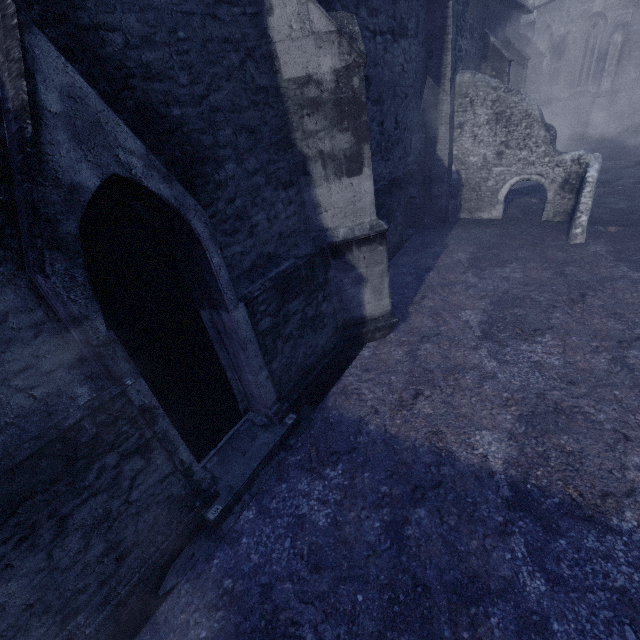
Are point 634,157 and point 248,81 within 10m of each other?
no
